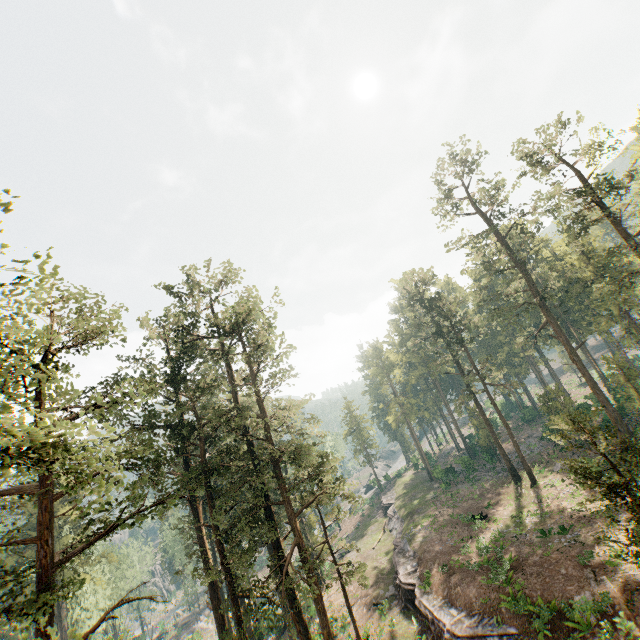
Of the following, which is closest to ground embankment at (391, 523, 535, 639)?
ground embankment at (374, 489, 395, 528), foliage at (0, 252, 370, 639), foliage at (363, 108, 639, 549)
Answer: foliage at (0, 252, 370, 639)

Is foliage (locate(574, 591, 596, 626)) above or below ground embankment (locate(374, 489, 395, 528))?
above

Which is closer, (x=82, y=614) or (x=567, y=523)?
(x=567, y=523)

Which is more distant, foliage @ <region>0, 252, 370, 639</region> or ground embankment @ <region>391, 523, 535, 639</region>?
ground embankment @ <region>391, 523, 535, 639</region>

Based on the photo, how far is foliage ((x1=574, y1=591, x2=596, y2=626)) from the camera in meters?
17.2

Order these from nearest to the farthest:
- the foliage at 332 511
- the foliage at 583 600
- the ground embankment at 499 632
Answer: the foliage at 583 600, the ground embankment at 499 632, the foliage at 332 511

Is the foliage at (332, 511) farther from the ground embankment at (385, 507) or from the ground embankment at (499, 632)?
the ground embankment at (385, 507)

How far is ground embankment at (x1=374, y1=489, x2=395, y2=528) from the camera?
48.9m
